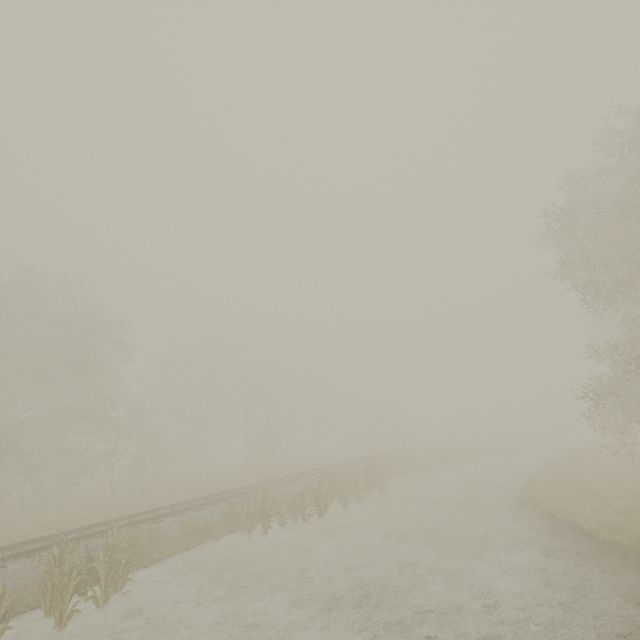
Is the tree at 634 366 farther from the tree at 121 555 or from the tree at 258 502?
the tree at 121 555

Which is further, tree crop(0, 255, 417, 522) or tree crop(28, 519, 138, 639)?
tree crop(0, 255, 417, 522)

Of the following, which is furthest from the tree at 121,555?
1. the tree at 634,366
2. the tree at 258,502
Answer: the tree at 634,366

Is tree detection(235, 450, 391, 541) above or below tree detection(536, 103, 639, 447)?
below

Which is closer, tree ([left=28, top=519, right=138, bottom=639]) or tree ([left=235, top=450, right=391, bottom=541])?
tree ([left=28, top=519, right=138, bottom=639])

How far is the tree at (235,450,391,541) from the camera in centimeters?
1334cm

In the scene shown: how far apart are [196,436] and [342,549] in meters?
33.6 m

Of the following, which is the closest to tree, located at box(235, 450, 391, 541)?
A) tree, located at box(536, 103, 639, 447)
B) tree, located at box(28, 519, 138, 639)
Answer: tree, located at box(28, 519, 138, 639)
